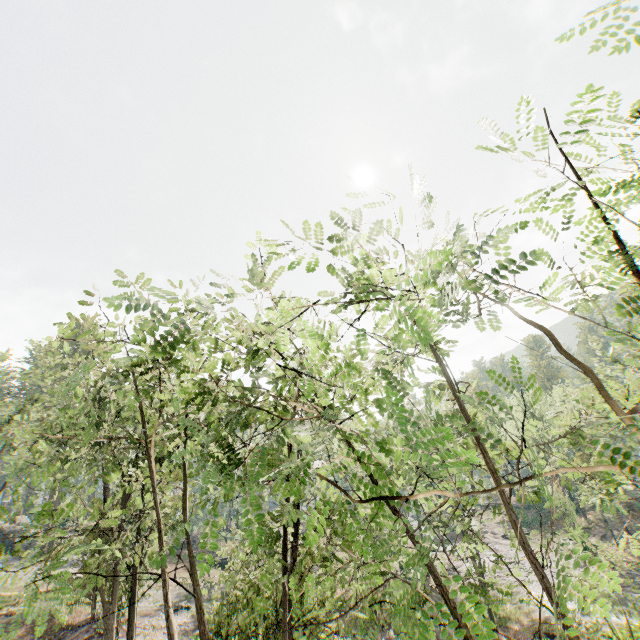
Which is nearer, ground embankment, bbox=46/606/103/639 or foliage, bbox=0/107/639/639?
foliage, bbox=0/107/639/639

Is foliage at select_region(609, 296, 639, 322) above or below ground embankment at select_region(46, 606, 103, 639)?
above

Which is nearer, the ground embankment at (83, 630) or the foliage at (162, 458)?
the foliage at (162, 458)

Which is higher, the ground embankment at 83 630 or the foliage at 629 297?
the foliage at 629 297

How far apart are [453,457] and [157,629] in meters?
35.4
